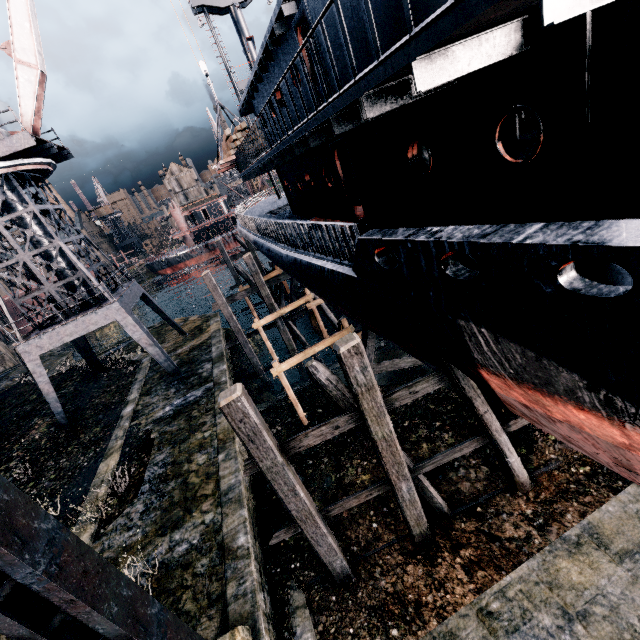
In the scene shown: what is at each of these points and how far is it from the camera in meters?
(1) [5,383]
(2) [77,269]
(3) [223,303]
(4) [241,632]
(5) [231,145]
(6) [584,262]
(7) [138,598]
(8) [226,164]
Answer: (1) stone debris, 33.8
(2) crane, 20.5
(3) wooden scaffolding, 19.9
(4) building, 7.3
(5) wood pile, 18.2
(6) ship, 4.3
(7) building, 5.4
(8) loading platform, 19.4

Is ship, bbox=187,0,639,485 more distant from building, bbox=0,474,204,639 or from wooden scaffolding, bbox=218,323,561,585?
building, bbox=0,474,204,639

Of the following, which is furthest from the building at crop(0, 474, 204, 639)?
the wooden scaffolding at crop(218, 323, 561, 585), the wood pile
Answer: the wood pile

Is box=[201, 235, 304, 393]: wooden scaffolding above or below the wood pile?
below

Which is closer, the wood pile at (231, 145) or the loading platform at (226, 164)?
the wood pile at (231, 145)

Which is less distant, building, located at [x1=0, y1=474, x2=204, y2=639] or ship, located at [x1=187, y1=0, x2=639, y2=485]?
ship, located at [x1=187, y1=0, x2=639, y2=485]

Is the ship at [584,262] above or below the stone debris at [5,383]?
above

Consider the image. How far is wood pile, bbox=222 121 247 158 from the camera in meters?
17.9 m
